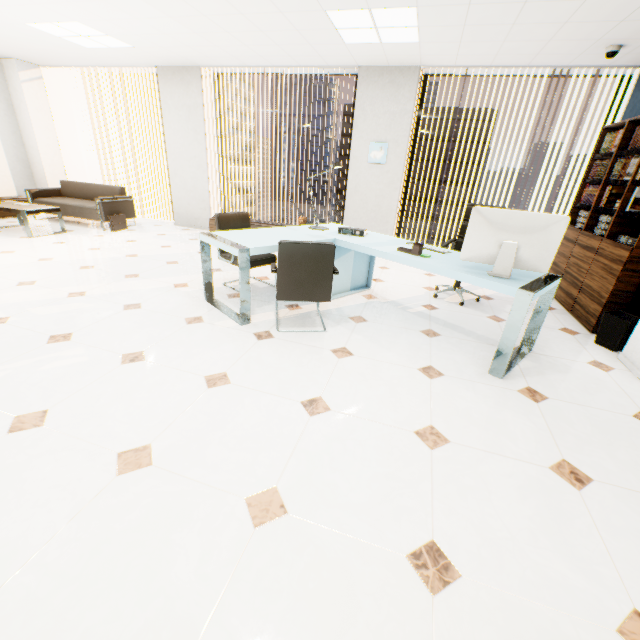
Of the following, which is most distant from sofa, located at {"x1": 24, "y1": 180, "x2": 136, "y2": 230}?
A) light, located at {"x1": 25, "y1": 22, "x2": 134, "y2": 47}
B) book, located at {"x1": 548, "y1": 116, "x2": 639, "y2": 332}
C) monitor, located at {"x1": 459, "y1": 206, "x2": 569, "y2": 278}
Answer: book, located at {"x1": 548, "y1": 116, "x2": 639, "y2": 332}

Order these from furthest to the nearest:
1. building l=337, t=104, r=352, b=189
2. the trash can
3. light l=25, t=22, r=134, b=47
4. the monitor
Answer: building l=337, t=104, r=352, b=189
light l=25, t=22, r=134, b=47
the trash can
the monitor

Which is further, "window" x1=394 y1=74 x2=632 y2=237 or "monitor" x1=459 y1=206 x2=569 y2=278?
"window" x1=394 y1=74 x2=632 y2=237

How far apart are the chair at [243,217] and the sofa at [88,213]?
3.94m

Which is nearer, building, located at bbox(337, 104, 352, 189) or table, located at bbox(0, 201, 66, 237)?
table, located at bbox(0, 201, 66, 237)

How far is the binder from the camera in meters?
3.7 m

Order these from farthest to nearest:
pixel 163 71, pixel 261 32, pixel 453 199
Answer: pixel 453 199, pixel 163 71, pixel 261 32

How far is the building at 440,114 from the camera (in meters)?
50.75
